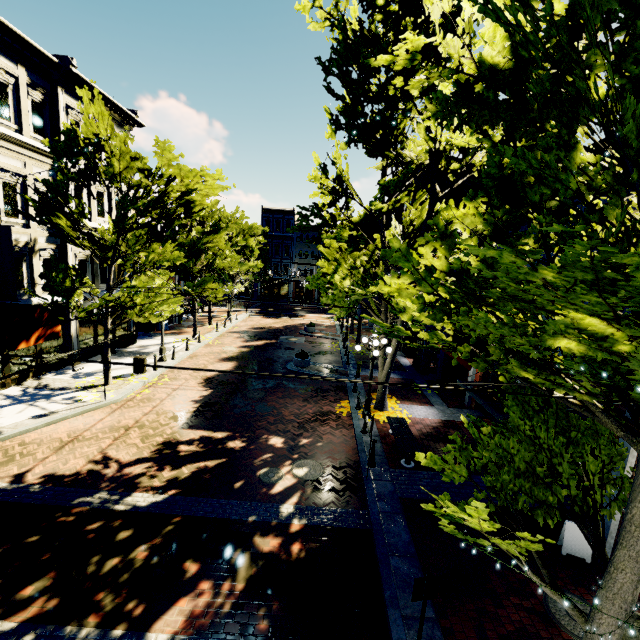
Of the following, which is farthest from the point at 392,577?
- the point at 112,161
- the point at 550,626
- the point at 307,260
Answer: the point at 307,260

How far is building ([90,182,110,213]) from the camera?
17.4 meters

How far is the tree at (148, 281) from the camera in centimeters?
1097cm

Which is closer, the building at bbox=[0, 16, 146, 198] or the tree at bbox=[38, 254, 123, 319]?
the tree at bbox=[38, 254, 123, 319]

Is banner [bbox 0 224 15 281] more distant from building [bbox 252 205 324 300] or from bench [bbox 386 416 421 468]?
building [bbox 252 205 324 300]

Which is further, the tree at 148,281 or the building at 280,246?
the building at 280,246

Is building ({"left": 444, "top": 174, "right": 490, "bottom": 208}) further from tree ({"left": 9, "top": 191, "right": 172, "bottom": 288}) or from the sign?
the sign

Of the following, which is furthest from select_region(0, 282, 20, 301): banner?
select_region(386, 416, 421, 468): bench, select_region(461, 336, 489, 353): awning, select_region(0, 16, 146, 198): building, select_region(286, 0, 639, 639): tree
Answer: select_region(461, 336, 489, 353): awning
